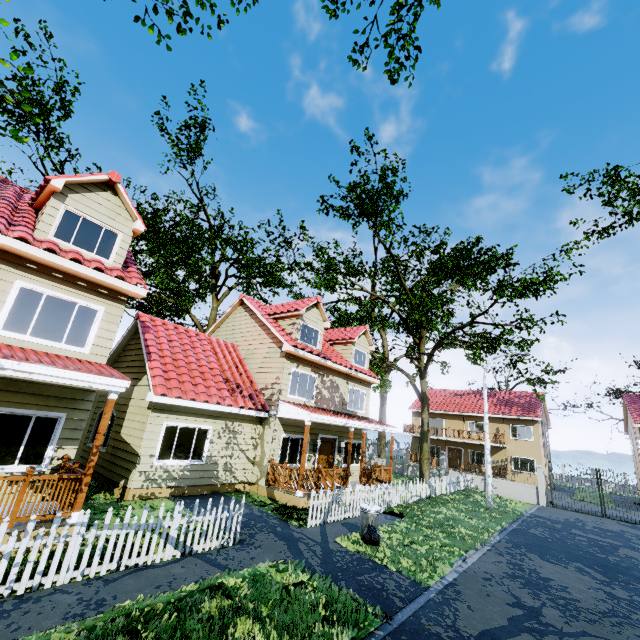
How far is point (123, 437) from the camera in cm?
1159

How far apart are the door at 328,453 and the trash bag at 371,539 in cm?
656

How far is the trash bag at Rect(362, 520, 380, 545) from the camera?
9.0 meters

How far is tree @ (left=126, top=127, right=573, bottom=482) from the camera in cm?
1955

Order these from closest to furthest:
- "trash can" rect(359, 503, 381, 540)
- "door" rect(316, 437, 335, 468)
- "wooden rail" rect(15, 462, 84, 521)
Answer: "wooden rail" rect(15, 462, 84, 521), "trash can" rect(359, 503, 381, 540), "door" rect(316, 437, 335, 468)

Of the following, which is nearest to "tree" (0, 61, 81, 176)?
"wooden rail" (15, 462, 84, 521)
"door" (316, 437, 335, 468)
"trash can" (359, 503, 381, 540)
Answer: "door" (316, 437, 335, 468)

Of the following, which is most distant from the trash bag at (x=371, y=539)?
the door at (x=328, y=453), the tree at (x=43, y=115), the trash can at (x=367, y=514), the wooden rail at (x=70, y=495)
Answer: the tree at (x=43, y=115)

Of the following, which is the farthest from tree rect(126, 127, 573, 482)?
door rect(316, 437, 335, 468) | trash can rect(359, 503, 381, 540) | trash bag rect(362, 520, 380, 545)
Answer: trash bag rect(362, 520, 380, 545)
